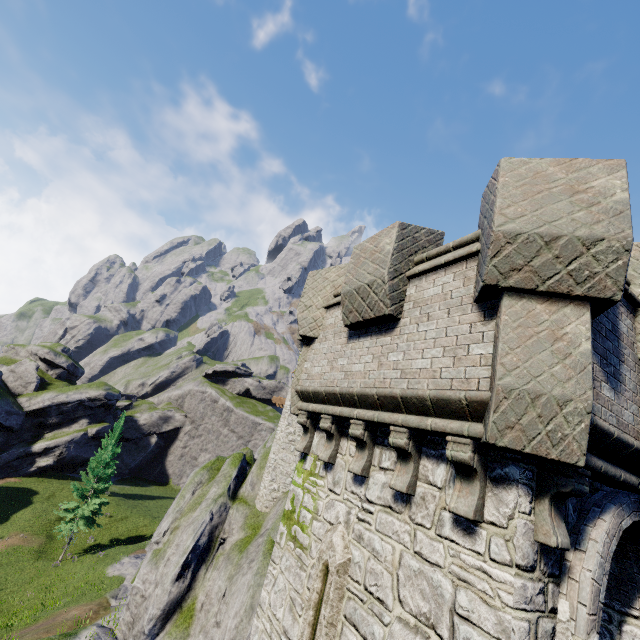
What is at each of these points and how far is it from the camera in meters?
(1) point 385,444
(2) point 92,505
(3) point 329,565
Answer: (1) building tower, 5.3 m
(2) instancedfoliageactor, 31.1 m
(3) window slit, 5.0 m

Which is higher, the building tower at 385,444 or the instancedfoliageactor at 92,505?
the building tower at 385,444

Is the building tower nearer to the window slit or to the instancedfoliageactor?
the window slit

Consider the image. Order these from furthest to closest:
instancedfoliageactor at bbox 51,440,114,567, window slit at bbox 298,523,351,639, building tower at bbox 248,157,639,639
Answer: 1. instancedfoliageactor at bbox 51,440,114,567
2. window slit at bbox 298,523,351,639
3. building tower at bbox 248,157,639,639

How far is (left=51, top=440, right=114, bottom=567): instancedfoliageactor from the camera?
30.11m

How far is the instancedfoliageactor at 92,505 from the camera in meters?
30.1

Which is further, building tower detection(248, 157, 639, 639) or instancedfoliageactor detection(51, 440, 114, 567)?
instancedfoliageactor detection(51, 440, 114, 567)
